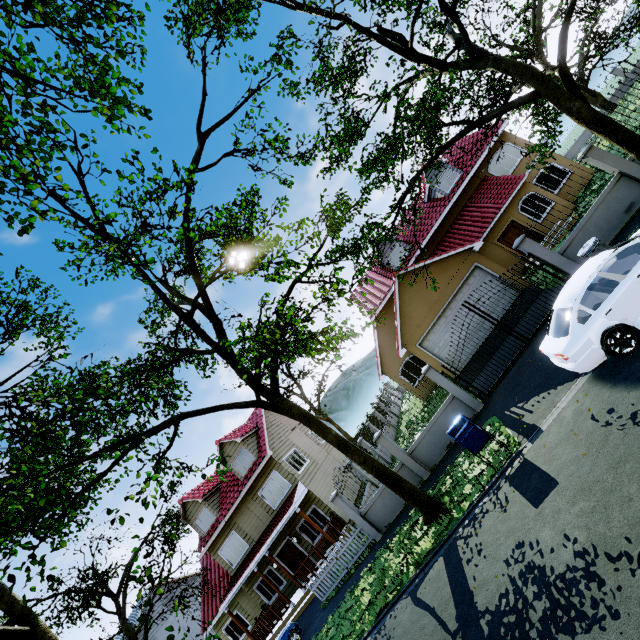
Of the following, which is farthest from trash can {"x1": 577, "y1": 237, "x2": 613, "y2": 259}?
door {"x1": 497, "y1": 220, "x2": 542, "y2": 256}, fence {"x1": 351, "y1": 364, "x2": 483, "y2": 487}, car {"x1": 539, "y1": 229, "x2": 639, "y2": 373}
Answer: door {"x1": 497, "y1": 220, "x2": 542, "y2": 256}

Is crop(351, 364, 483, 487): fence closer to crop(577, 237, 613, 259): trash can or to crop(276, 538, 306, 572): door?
crop(276, 538, 306, 572): door

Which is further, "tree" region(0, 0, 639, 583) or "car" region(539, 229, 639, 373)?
"car" region(539, 229, 639, 373)

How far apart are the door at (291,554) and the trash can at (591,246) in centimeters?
2004cm

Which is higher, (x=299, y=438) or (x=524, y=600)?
(x=299, y=438)

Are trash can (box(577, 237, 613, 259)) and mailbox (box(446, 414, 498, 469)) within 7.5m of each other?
yes

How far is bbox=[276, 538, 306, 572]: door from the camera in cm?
1892

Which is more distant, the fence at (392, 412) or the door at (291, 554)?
the door at (291, 554)
